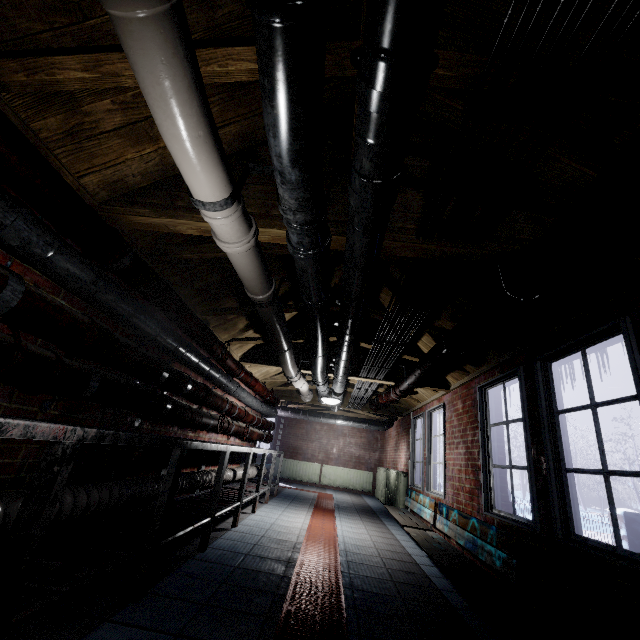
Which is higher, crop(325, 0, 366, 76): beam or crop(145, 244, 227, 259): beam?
crop(325, 0, 366, 76): beam

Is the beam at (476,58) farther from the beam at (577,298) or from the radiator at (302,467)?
the radiator at (302,467)

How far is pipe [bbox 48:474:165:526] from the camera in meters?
1.7 m

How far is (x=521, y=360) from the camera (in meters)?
2.91

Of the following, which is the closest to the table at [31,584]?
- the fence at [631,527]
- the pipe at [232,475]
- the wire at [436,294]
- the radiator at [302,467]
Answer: the pipe at [232,475]

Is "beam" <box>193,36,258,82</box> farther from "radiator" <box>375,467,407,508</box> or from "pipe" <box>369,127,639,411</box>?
"radiator" <box>375,467,407,508</box>

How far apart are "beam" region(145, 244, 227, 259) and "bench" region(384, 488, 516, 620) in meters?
1.5
